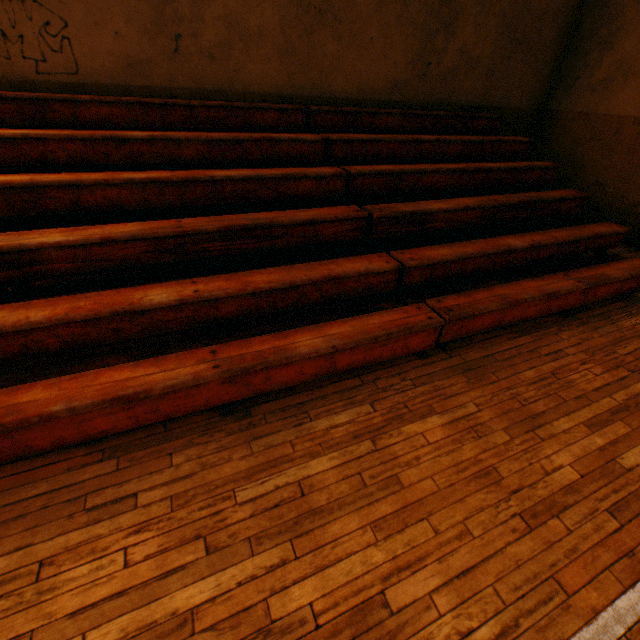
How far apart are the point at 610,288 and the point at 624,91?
4.5m
